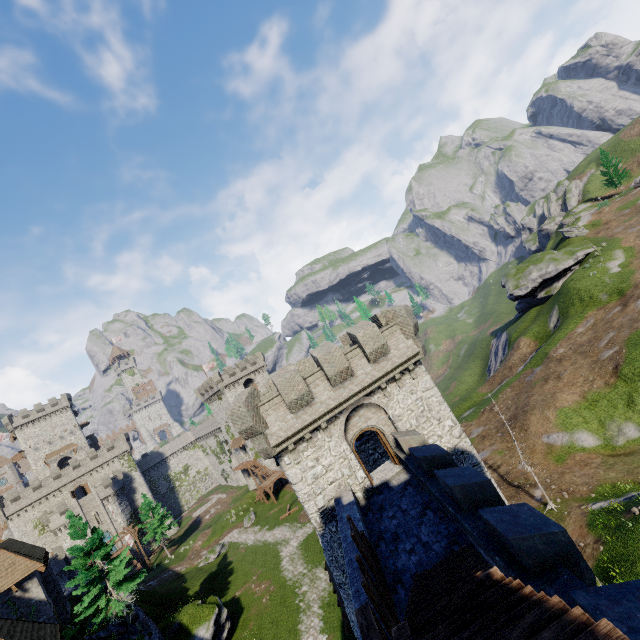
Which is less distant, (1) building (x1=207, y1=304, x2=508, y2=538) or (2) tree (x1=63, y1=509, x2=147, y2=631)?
(1) building (x1=207, y1=304, x2=508, y2=538)

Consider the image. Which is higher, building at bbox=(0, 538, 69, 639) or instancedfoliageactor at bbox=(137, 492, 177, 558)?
building at bbox=(0, 538, 69, 639)

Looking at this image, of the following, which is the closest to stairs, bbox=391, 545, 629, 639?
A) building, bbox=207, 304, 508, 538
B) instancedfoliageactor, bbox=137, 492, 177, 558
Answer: building, bbox=207, 304, 508, 538

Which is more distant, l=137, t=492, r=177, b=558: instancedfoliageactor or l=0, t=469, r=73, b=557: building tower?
l=0, t=469, r=73, b=557: building tower

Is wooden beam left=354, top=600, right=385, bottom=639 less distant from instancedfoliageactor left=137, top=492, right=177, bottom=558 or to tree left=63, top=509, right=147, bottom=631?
tree left=63, top=509, right=147, bottom=631

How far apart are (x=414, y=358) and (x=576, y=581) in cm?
1249

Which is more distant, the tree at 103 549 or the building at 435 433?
the tree at 103 549

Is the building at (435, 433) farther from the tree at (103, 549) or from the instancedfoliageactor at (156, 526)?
the instancedfoliageactor at (156, 526)
